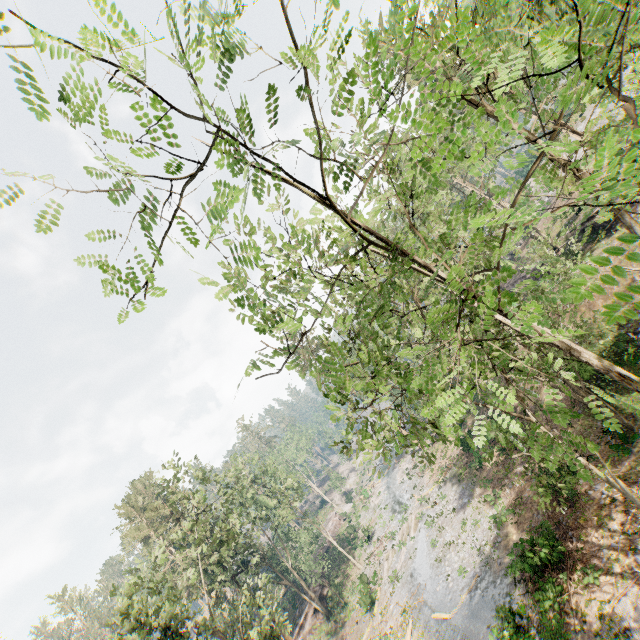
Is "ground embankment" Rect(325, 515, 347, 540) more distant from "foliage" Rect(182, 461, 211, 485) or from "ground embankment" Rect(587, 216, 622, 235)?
"ground embankment" Rect(587, 216, 622, 235)

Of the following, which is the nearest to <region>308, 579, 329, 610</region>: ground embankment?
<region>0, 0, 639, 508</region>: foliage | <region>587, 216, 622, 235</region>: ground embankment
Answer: <region>0, 0, 639, 508</region>: foliage

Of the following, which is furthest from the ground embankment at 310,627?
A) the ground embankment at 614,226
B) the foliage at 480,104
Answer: the ground embankment at 614,226

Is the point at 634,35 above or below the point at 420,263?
below

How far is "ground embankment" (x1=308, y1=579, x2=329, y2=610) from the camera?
38.5m

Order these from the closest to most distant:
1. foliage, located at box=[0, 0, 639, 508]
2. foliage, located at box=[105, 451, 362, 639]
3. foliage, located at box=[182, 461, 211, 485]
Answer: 1. foliage, located at box=[0, 0, 639, 508]
2. foliage, located at box=[105, 451, 362, 639]
3. foliage, located at box=[182, 461, 211, 485]

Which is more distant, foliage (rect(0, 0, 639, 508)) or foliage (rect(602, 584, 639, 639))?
foliage (rect(602, 584, 639, 639))

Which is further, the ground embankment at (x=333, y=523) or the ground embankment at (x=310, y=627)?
the ground embankment at (x=333, y=523)
